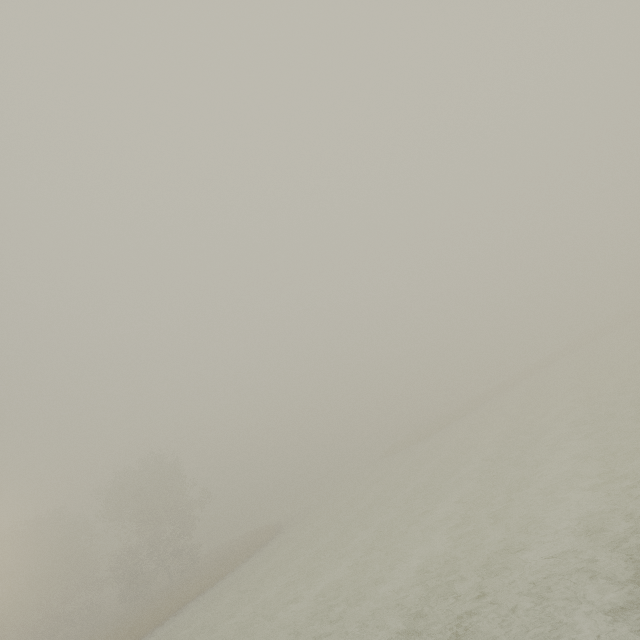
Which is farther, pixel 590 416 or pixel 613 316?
pixel 613 316
